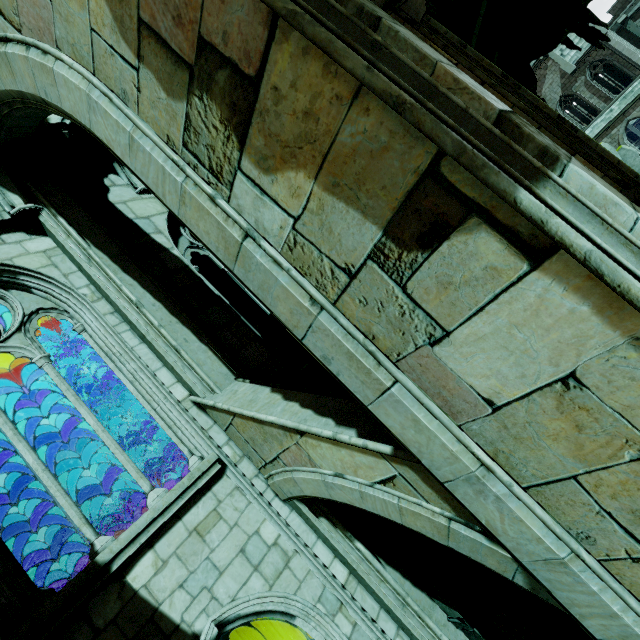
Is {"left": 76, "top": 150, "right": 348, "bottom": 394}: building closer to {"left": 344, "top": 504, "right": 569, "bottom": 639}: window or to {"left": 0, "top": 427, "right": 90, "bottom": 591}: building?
{"left": 344, "top": 504, "right": 569, "bottom": 639}: window

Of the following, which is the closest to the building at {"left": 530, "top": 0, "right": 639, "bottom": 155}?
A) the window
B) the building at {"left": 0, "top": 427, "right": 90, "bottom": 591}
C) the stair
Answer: the window

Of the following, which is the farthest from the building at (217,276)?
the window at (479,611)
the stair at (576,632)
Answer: the stair at (576,632)

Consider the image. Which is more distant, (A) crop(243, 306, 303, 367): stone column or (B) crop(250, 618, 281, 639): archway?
(A) crop(243, 306, 303, 367): stone column

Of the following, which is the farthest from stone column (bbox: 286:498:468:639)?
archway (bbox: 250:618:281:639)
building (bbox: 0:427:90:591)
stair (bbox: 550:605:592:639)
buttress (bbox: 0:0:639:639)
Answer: archway (bbox: 250:618:281:639)

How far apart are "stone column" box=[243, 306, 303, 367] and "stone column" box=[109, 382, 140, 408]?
3.90m

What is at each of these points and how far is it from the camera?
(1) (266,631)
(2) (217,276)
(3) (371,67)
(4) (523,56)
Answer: (1) archway, 11.0 meters
(2) building, 12.5 meters
(3) buttress, 1.7 meters
(4) rock, 11.5 meters

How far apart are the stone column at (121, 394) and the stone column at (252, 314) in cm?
390
